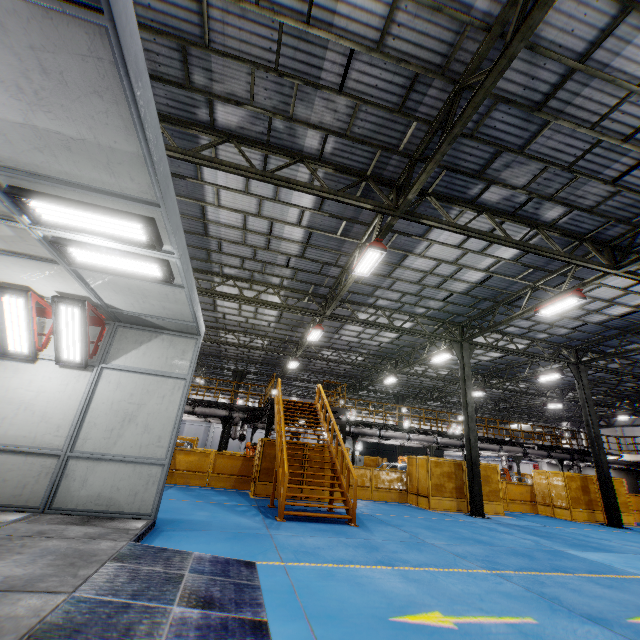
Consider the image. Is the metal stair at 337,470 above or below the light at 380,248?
below

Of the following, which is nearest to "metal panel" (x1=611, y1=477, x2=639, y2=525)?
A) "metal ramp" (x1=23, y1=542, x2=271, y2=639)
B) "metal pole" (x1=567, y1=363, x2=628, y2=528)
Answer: "metal pole" (x1=567, y1=363, x2=628, y2=528)

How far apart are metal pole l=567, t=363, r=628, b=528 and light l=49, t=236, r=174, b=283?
21.3 meters

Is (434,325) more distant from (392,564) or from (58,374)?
(58,374)

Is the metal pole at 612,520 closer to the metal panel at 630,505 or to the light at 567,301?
the metal panel at 630,505

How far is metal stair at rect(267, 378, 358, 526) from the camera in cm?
925

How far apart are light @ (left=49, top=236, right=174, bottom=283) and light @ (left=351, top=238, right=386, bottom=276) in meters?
6.0 m

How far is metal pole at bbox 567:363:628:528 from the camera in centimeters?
1551cm
